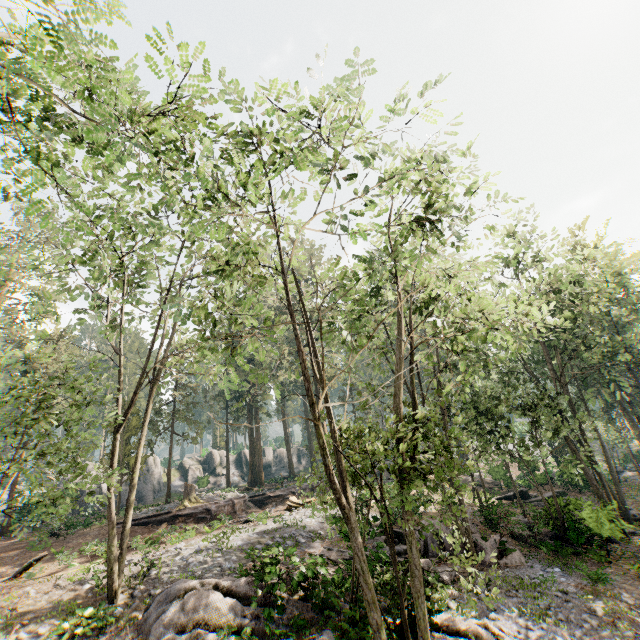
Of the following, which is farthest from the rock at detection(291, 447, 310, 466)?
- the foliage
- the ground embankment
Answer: the ground embankment

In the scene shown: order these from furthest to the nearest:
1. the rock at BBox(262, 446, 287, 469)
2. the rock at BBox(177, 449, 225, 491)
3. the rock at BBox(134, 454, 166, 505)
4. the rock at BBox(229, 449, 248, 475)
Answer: the rock at BBox(262, 446, 287, 469) → the rock at BBox(229, 449, 248, 475) → the rock at BBox(177, 449, 225, 491) → the rock at BBox(134, 454, 166, 505)

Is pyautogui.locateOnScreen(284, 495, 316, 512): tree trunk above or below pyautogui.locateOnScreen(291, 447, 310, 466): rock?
below

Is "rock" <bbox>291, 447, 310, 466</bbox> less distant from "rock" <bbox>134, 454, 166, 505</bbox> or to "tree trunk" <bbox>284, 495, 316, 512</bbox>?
"rock" <bbox>134, 454, 166, 505</bbox>

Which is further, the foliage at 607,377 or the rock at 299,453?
the rock at 299,453

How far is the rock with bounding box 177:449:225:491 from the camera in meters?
45.5

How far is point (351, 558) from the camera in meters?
15.5 m

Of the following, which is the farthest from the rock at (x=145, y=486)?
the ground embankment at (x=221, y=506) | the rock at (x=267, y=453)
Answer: A: the ground embankment at (x=221, y=506)
